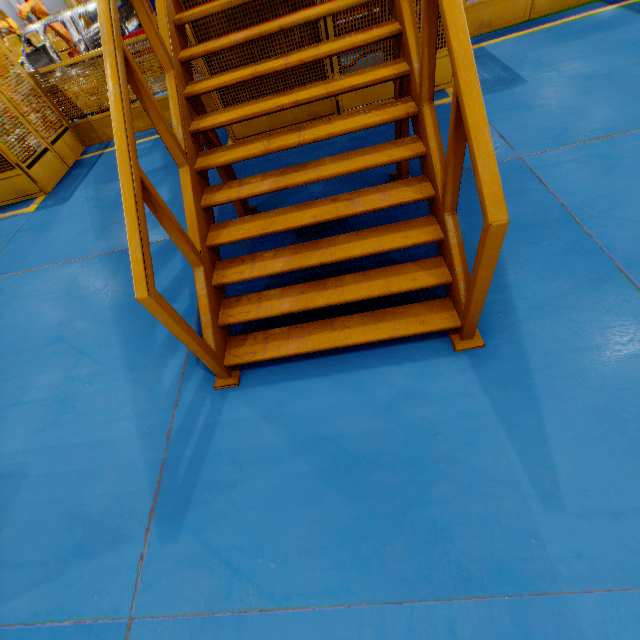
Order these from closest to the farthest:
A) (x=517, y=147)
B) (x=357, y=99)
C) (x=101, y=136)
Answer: (x=517, y=147)
(x=357, y=99)
(x=101, y=136)

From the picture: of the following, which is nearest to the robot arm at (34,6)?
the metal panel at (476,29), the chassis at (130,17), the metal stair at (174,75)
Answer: the chassis at (130,17)

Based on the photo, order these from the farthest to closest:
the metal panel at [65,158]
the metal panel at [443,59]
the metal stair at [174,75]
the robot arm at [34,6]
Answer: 1. the robot arm at [34,6]
2. the metal panel at [65,158]
3. the metal panel at [443,59]
4. the metal stair at [174,75]

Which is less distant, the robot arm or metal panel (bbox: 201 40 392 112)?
metal panel (bbox: 201 40 392 112)

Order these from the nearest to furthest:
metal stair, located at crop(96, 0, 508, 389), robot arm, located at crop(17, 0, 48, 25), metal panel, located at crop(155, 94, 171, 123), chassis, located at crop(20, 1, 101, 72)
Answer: metal stair, located at crop(96, 0, 508, 389)
metal panel, located at crop(155, 94, 171, 123)
chassis, located at crop(20, 1, 101, 72)
robot arm, located at crop(17, 0, 48, 25)

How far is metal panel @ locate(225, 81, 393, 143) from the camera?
5.4 meters

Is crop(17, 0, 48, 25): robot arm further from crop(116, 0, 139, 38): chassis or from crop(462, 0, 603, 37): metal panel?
crop(462, 0, 603, 37): metal panel
